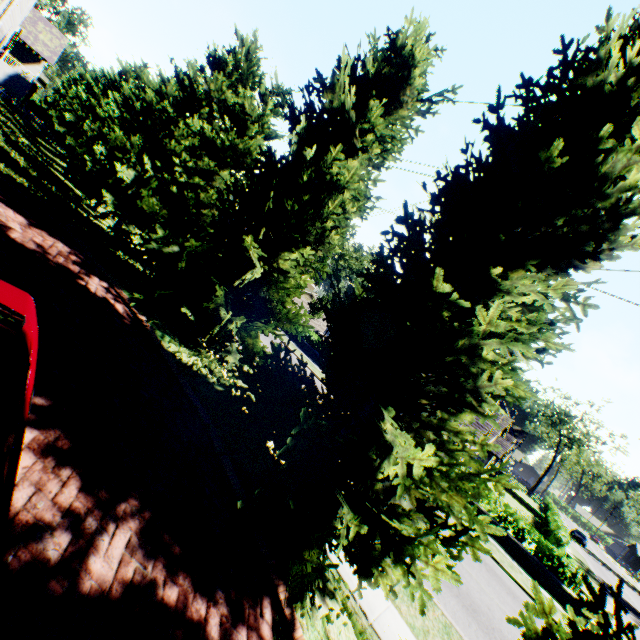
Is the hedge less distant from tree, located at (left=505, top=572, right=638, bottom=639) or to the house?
tree, located at (left=505, top=572, right=638, bottom=639)

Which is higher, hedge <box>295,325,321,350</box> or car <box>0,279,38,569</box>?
car <box>0,279,38,569</box>

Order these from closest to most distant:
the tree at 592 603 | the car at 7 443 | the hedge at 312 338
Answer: the car at 7 443 < the tree at 592 603 < the hedge at 312 338

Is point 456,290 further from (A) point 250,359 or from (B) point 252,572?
(B) point 252,572

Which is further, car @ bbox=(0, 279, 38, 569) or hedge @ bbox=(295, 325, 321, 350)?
hedge @ bbox=(295, 325, 321, 350)

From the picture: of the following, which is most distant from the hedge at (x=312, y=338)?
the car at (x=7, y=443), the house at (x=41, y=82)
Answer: the house at (x=41, y=82)

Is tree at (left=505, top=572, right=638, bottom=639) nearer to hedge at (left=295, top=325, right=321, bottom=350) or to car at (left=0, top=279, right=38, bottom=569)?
car at (left=0, top=279, right=38, bottom=569)

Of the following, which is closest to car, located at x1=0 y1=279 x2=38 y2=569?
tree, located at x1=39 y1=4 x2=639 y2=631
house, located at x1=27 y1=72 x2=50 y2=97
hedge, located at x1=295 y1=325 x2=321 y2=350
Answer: tree, located at x1=39 y1=4 x2=639 y2=631
